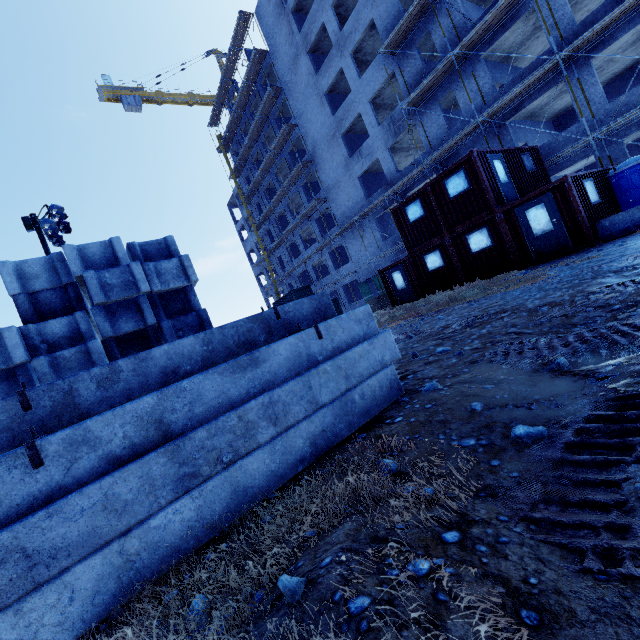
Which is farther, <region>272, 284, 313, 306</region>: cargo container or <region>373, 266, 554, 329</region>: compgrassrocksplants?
<region>272, 284, 313, 306</region>: cargo container

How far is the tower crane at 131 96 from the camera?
50.56m

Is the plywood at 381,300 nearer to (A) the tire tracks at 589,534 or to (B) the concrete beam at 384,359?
(A) the tire tracks at 589,534

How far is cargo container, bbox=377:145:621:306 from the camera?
11.3 meters

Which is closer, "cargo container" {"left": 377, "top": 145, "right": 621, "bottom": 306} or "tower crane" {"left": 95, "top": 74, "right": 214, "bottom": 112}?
"cargo container" {"left": 377, "top": 145, "right": 621, "bottom": 306}

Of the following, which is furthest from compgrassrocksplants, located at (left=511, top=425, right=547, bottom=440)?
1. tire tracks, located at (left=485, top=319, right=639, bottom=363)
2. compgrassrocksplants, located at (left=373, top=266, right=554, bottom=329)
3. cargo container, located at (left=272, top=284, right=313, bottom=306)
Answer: cargo container, located at (left=272, top=284, right=313, bottom=306)

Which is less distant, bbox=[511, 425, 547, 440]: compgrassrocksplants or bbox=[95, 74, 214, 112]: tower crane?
bbox=[511, 425, 547, 440]: compgrassrocksplants

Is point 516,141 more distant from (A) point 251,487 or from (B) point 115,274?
(A) point 251,487
